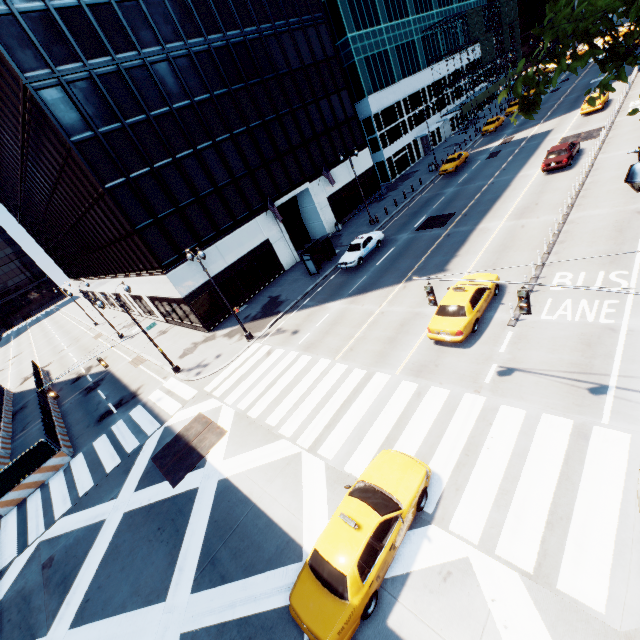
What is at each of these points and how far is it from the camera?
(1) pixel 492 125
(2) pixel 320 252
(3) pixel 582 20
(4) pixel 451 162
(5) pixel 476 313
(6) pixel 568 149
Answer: (1) vehicle, 45.7 meters
(2) bus stop, 29.7 meters
(3) tree, 5.4 meters
(4) vehicle, 37.9 meters
(5) vehicle, 14.5 meters
(6) vehicle, 25.1 meters

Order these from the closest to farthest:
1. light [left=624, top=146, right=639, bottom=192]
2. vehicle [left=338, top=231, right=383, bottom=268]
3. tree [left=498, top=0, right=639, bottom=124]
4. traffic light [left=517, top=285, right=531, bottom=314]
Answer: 1. tree [left=498, top=0, right=639, bottom=124]
2. light [left=624, top=146, right=639, bottom=192]
3. traffic light [left=517, top=285, right=531, bottom=314]
4. vehicle [left=338, top=231, right=383, bottom=268]

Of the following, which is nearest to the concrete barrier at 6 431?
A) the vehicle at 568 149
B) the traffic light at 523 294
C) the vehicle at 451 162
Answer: the traffic light at 523 294

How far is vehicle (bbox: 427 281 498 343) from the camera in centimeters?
1417cm

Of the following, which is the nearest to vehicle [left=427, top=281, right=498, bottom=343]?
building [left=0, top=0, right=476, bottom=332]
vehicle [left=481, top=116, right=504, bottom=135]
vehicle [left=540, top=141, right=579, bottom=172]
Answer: vehicle [left=540, top=141, right=579, bottom=172]

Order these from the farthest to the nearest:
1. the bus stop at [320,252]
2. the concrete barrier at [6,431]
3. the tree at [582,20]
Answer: the bus stop at [320,252] → the concrete barrier at [6,431] → the tree at [582,20]

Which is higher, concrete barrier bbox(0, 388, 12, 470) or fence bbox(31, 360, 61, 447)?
fence bbox(31, 360, 61, 447)

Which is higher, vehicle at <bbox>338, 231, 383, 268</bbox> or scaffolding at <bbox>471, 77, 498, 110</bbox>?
scaffolding at <bbox>471, 77, 498, 110</bbox>
